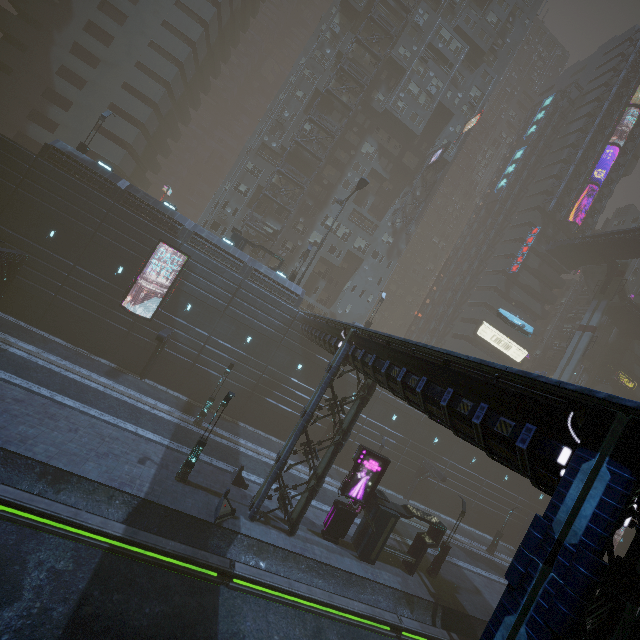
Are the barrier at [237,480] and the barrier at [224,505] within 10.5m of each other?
yes

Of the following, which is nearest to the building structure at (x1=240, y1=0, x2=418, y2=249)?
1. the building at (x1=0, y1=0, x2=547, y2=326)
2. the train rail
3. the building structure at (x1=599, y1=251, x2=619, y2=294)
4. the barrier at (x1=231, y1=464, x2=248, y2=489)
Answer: the building at (x1=0, y1=0, x2=547, y2=326)

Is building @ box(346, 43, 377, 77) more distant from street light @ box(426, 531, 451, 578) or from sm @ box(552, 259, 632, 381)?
street light @ box(426, 531, 451, 578)

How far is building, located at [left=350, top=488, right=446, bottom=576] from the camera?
19.9 meters

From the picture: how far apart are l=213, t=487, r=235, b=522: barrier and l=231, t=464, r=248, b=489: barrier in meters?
2.7

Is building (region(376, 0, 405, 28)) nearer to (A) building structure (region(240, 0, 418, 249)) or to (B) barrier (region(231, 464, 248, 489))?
(A) building structure (region(240, 0, 418, 249))

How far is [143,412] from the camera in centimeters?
2241cm

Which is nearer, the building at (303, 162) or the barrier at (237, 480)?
the barrier at (237, 480)
